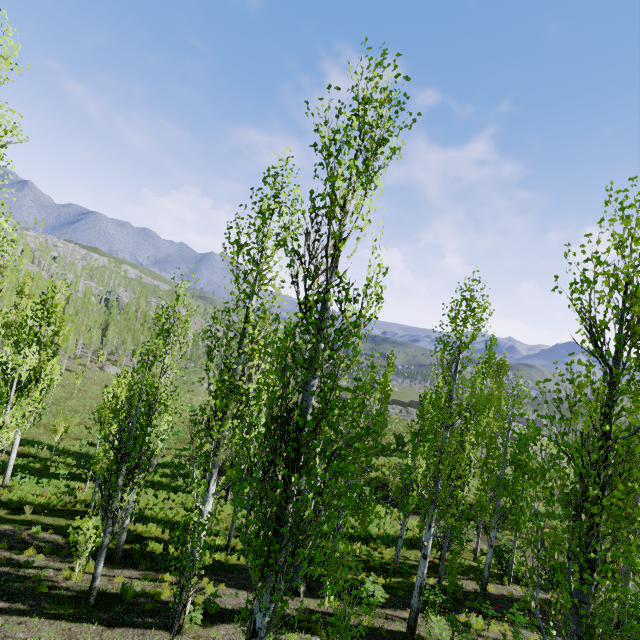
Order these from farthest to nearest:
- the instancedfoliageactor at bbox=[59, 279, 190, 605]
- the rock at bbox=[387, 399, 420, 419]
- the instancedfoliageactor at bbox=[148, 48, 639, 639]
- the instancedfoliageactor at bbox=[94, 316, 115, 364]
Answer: the rock at bbox=[387, 399, 420, 419] < the instancedfoliageactor at bbox=[94, 316, 115, 364] < the instancedfoliageactor at bbox=[59, 279, 190, 605] < the instancedfoliageactor at bbox=[148, 48, 639, 639]

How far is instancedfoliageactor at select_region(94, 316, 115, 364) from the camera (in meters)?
45.62

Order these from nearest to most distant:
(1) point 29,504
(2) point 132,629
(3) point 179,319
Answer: (2) point 132,629 < (3) point 179,319 < (1) point 29,504

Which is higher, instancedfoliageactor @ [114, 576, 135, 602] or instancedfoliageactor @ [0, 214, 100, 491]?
instancedfoliageactor @ [0, 214, 100, 491]

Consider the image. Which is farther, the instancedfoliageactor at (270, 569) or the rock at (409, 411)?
the rock at (409, 411)

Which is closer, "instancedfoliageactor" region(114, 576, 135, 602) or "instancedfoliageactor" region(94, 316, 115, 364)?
"instancedfoliageactor" region(114, 576, 135, 602)

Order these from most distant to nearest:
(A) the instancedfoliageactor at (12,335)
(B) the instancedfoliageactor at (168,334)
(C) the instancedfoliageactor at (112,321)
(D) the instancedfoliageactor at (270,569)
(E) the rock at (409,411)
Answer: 1. (E) the rock at (409,411)
2. (C) the instancedfoliageactor at (112,321)
3. (A) the instancedfoliageactor at (12,335)
4. (B) the instancedfoliageactor at (168,334)
5. (D) the instancedfoliageactor at (270,569)
